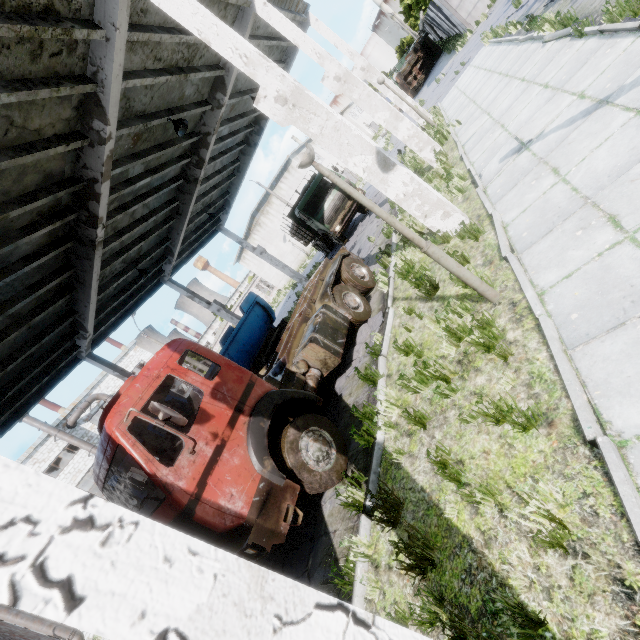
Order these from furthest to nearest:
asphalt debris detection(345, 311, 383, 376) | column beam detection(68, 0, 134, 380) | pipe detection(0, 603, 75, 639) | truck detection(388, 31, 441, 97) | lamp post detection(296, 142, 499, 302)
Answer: truck detection(388, 31, 441, 97)
pipe detection(0, 603, 75, 639)
asphalt debris detection(345, 311, 383, 376)
column beam detection(68, 0, 134, 380)
lamp post detection(296, 142, 499, 302)

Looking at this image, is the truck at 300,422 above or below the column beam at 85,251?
below

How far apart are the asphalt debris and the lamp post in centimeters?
297cm

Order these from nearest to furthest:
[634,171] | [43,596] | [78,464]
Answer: [43,596] → [634,171] → [78,464]

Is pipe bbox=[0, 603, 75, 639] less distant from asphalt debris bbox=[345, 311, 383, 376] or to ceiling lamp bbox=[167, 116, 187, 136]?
asphalt debris bbox=[345, 311, 383, 376]

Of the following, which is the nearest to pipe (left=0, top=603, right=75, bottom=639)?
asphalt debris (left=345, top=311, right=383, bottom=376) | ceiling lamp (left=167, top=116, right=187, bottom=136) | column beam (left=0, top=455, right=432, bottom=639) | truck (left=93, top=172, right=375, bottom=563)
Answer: column beam (left=0, top=455, right=432, bottom=639)

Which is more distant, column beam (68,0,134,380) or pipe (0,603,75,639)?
pipe (0,603,75,639)

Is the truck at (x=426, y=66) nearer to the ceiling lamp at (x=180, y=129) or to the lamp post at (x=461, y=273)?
the ceiling lamp at (x=180, y=129)
